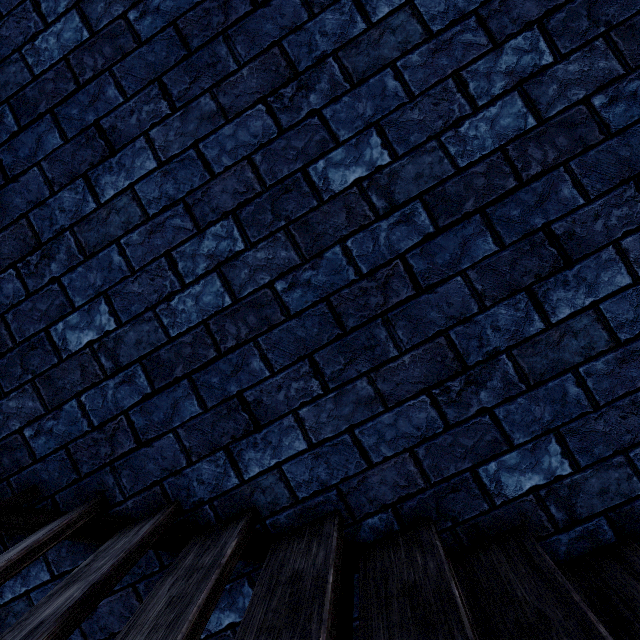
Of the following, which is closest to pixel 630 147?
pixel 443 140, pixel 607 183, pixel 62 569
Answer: pixel 607 183
